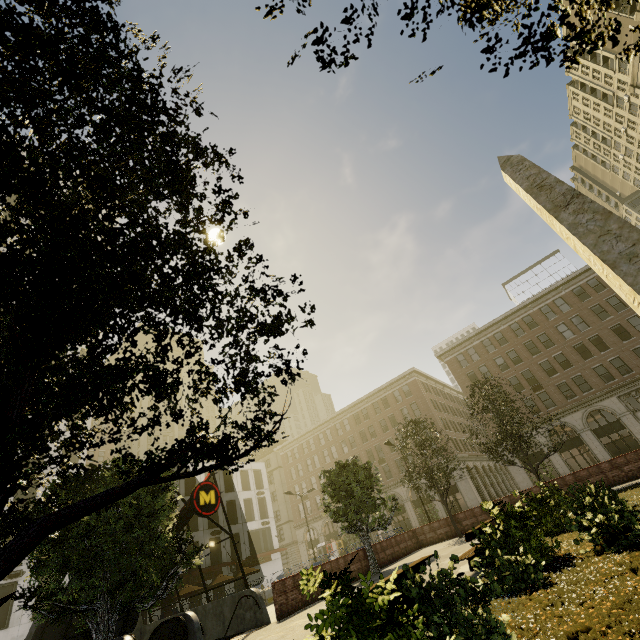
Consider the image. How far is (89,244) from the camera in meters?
2.4

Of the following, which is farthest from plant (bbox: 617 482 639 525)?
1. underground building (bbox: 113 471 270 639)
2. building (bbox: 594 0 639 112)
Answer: building (bbox: 594 0 639 112)

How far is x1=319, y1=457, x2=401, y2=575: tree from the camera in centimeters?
1778cm

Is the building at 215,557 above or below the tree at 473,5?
above

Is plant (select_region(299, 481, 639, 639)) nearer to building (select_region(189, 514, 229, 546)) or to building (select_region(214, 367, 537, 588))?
building (select_region(214, 367, 537, 588))

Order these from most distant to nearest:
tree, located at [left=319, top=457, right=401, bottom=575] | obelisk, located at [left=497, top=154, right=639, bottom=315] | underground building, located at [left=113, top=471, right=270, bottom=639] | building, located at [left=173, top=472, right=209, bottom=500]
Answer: building, located at [left=173, top=472, right=209, bottom=500], tree, located at [left=319, top=457, right=401, bottom=575], underground building, located at [left=113, top=471, right=270, bottom=639], obelisk, located at [left=497, top=154, right=639, bottom=315]

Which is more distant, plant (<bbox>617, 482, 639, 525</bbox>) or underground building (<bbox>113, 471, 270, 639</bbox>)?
underground building (<bbox>113, 471, 270, 639</bbox>)

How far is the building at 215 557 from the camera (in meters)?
37.75
